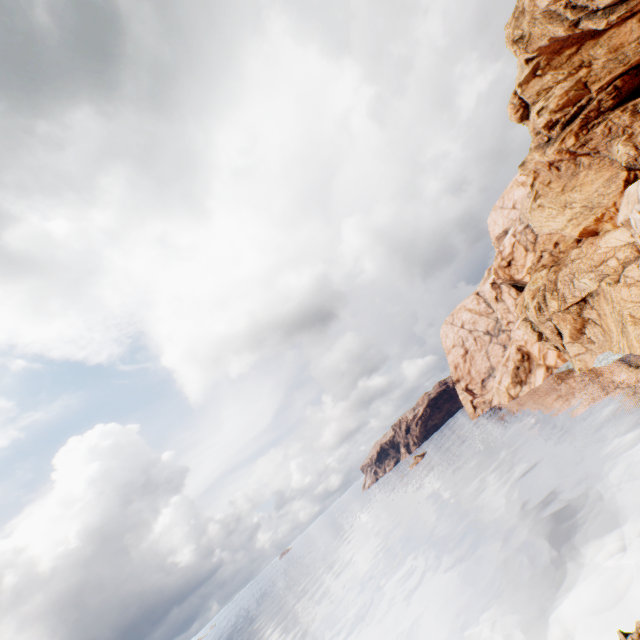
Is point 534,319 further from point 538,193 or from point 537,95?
point 537,95
